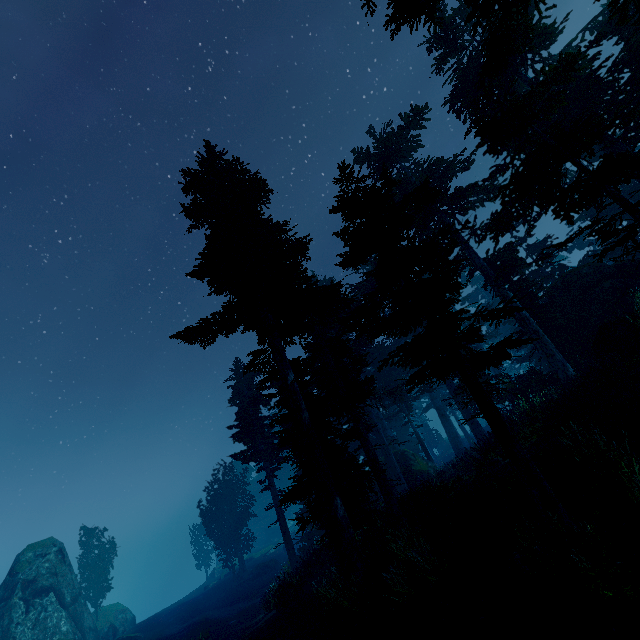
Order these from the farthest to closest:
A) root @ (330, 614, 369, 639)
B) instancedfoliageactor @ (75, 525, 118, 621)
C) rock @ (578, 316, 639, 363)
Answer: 1. instancedfoliageactor @ (75, 525, 118, 621)
2. rock @ (578, 316, 639, 363)
3. root @ (330, 614, 369, 639)

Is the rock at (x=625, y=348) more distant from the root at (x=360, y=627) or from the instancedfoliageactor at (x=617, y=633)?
the root at (x=360, y=627)

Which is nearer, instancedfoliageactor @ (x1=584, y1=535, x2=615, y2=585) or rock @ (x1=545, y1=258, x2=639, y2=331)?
instancedfoliageactor @ (x1=584, y1=535, x2=615, y2=585)

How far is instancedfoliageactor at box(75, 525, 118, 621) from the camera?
39.41m

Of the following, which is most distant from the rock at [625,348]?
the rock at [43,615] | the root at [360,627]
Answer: the rock at [43,615]

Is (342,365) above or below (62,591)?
above

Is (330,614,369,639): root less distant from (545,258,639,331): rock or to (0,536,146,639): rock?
(545,258,639,331): rock

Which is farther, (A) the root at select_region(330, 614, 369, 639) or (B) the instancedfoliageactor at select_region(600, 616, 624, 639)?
(A) the root at select_region(330, 614, 369, 639)
